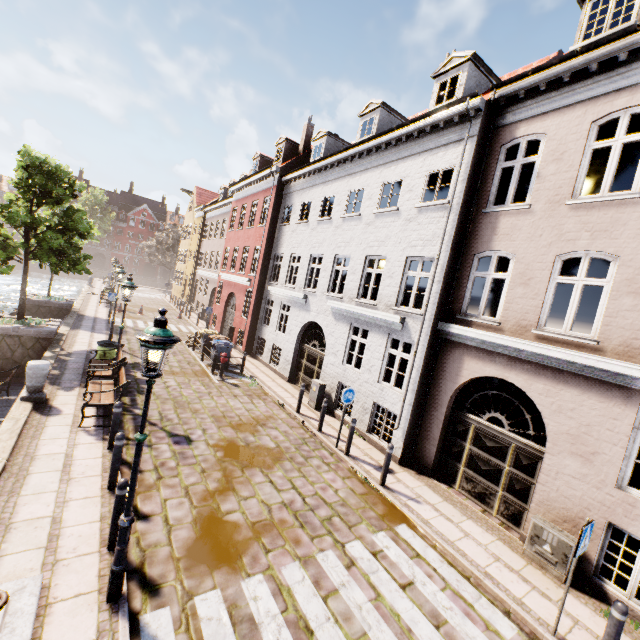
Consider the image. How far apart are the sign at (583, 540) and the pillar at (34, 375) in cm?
1209

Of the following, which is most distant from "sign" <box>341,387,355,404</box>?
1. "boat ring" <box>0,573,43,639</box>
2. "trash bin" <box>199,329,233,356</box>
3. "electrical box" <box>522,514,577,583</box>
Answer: "trash bin" <box>199,329,233,356</box>

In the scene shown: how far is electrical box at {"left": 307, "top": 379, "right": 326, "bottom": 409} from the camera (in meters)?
12.59

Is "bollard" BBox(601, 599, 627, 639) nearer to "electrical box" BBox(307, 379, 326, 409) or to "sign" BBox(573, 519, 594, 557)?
"sign" BBox(573, 519, 594, 557)

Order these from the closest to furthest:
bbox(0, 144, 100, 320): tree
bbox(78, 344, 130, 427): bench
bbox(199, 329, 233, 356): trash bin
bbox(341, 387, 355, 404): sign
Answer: bbox(78, 344, 130, 427): bench, bbox(341, 387, 355, 404): sign, bbox(0, 144, 100, 320): tree, bbox(199, 329, 233, 356): trash bin

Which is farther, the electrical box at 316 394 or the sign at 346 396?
the electrical box at 316 394

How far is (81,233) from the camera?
14.3 meters

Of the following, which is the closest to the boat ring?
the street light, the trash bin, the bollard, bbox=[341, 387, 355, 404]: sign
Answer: the street light
